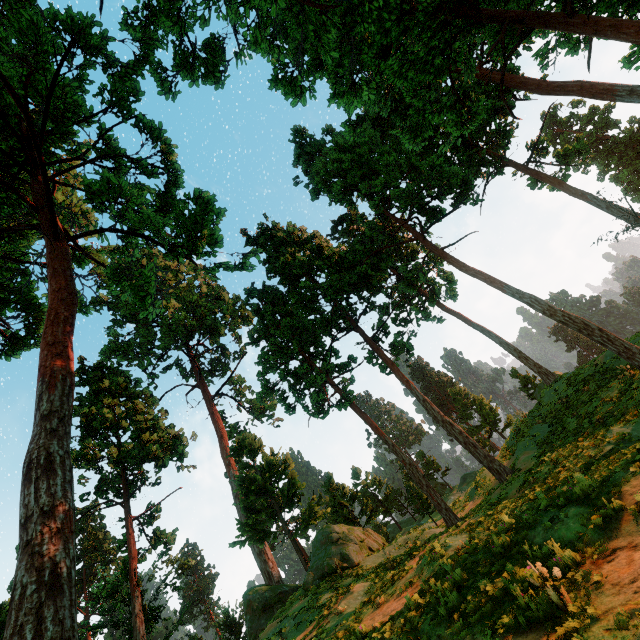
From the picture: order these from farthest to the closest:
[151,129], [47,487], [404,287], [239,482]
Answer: [239,482] → [404,287] → [151,129] → [47,487]
